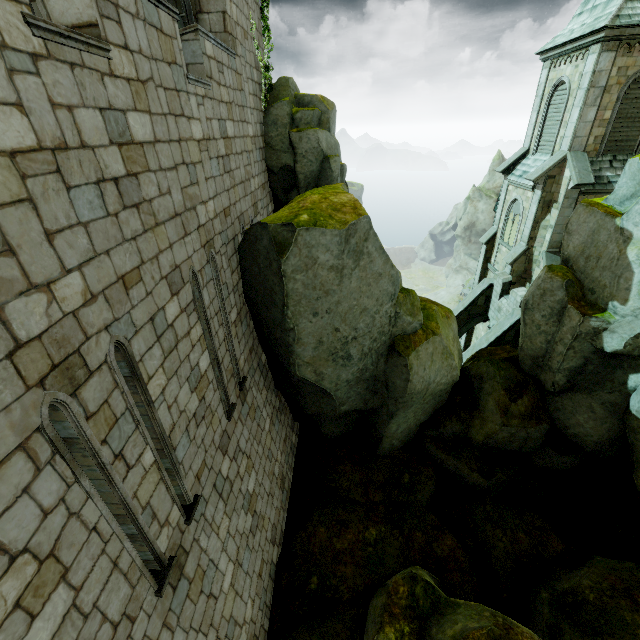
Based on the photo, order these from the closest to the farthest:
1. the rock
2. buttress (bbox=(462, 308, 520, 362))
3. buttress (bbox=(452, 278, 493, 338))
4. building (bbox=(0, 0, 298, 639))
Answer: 1. building (bbox=(0, 0, 298, 639))
2. the rock
3. buttress (bbox=(462, 308, 520, 362))
4. buttress (bbox=(452, 278, 493, 338))

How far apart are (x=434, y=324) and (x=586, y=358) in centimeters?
389cm

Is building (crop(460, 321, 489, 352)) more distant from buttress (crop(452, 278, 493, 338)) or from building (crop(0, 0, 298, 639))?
building (crop(0, 0, 298, 639))

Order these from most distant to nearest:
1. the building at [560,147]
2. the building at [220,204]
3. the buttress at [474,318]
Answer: the buttress at [474,318] < the building at [560,147] < the building at [220,204]

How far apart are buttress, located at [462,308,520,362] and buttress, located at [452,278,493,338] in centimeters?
322cm

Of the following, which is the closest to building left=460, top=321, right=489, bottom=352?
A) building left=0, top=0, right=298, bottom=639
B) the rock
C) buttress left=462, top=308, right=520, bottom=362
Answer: buttress left=462, top=308, right=520, bottom=362

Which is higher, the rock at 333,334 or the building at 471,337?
the rock at 333,334
